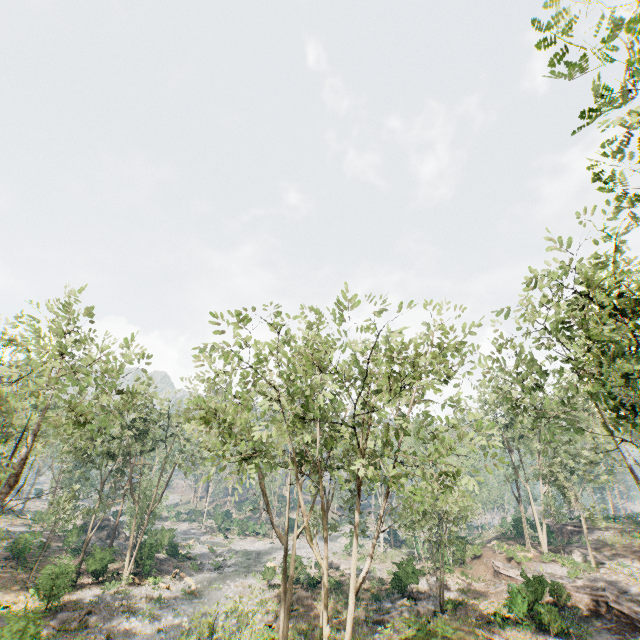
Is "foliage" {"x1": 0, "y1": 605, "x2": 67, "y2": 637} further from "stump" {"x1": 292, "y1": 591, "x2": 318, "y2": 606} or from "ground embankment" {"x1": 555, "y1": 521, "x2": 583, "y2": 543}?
"stump" {"x1": 292, "y1": 591, "x2": 318, "y2": 606}

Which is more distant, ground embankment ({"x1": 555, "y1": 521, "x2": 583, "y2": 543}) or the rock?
the rock

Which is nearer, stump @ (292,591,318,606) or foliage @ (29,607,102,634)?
foliage @ (29,607,102,634)

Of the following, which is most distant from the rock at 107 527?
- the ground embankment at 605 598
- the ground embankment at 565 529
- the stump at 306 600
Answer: the ground embankment at 565 529

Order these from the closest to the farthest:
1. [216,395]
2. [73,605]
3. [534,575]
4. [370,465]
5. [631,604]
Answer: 1. [370,465]
2. [631,604]
3. [534,575]
4. [216,395]
5. [73,605]

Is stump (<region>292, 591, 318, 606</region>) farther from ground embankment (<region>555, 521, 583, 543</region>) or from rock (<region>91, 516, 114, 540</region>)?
ground embankment (<region>555, 521, 583, 543</region>)

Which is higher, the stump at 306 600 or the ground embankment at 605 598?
the ground embankment at 605 598

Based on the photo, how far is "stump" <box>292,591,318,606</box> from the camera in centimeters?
2812cm
